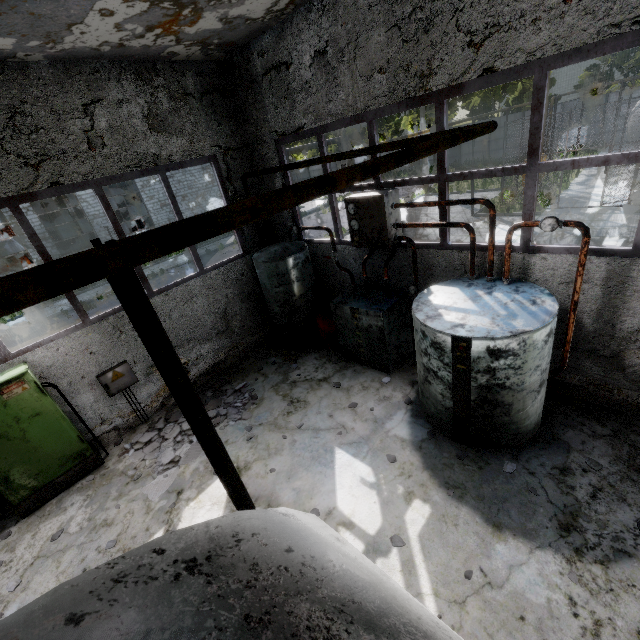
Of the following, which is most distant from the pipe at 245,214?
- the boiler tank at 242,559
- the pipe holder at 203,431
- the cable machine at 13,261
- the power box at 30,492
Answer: the pipe holder at 203,431

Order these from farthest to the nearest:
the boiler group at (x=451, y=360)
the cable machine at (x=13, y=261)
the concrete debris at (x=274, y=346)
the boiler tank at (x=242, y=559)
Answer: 1. the cable machine at (x=13, y=261)
2. the concrete debris at (x=274, y=346)
3. the boiler group at (x=451, y=360)
4. the boiler tank at (x=242, y=559)

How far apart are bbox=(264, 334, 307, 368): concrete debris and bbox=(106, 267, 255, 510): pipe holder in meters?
5.1 m

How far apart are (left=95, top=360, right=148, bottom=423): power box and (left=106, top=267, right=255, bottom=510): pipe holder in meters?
5.8

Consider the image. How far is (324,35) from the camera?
5.57m

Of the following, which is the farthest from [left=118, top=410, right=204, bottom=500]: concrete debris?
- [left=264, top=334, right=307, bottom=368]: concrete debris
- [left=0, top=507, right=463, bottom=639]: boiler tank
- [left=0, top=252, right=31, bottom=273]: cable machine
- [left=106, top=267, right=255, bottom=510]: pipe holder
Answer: [left=0, top=252, right=31, bottom=273]: cable machine

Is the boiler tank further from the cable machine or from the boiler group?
the cable machine

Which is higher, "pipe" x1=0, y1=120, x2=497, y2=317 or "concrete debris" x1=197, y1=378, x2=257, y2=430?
"pipe" x1=0, y1=120, x2=497, y2=317
